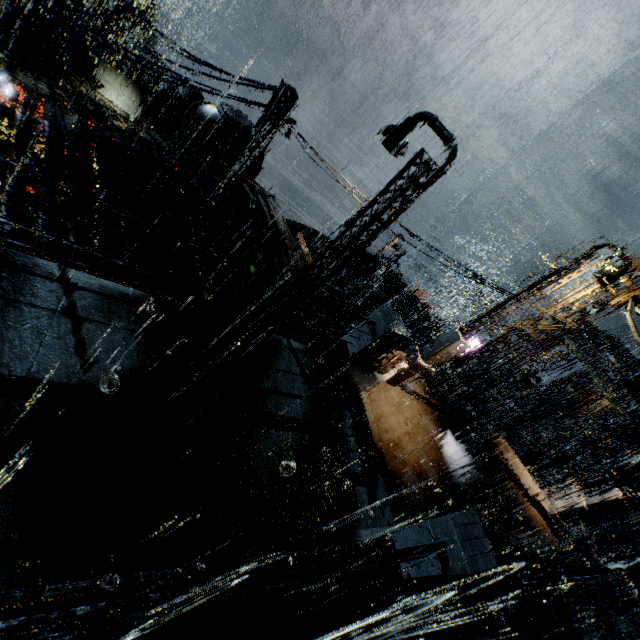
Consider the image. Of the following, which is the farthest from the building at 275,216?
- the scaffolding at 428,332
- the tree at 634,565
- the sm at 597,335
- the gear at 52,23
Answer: the tree at 634,565

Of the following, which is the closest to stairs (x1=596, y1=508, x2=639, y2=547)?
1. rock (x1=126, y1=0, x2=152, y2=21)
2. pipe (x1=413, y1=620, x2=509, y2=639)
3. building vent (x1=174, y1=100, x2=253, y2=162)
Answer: pipe (x1=413, y1=620, x2=509, y2=639)

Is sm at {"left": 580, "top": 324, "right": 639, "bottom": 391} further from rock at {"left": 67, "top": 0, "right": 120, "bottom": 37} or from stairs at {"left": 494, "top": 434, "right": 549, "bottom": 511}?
rock at {"left": 67, "top": 0, "right": 120, "bottom": 37}

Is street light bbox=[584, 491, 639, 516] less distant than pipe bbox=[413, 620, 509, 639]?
No

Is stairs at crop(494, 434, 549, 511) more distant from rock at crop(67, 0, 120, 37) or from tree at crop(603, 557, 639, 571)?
rock at crop(67, 0, 120, 37)

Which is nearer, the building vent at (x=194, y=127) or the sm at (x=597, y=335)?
the building vent at (x=194, y=127)

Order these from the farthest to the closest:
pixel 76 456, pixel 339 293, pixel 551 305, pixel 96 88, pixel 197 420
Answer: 1. pixel 96 88
2. pixel 339 293
3. pixel 551 305
4. pixel 197 420
5. pixel 76 456

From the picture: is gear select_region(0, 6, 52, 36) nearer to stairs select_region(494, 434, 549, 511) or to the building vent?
A: the building vent
